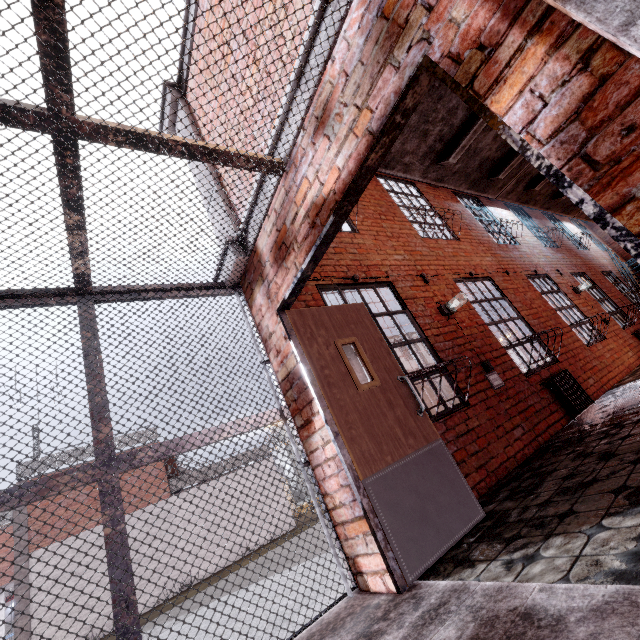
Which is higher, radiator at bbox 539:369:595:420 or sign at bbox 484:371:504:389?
sign at bbox 484:371:504:389

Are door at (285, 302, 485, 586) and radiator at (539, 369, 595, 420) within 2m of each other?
no

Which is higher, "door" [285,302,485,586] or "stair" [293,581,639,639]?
"door" [285,302,485,586]

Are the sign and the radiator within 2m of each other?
yes

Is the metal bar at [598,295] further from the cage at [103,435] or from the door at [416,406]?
the cage at [103,435]

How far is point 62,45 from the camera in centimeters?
151cm

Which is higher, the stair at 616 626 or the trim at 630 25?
the trim at 630 25

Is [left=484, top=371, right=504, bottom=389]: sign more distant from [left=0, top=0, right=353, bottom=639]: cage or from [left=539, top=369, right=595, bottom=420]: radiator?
[left=0, top=0, right=353, bottom=639]: cage
